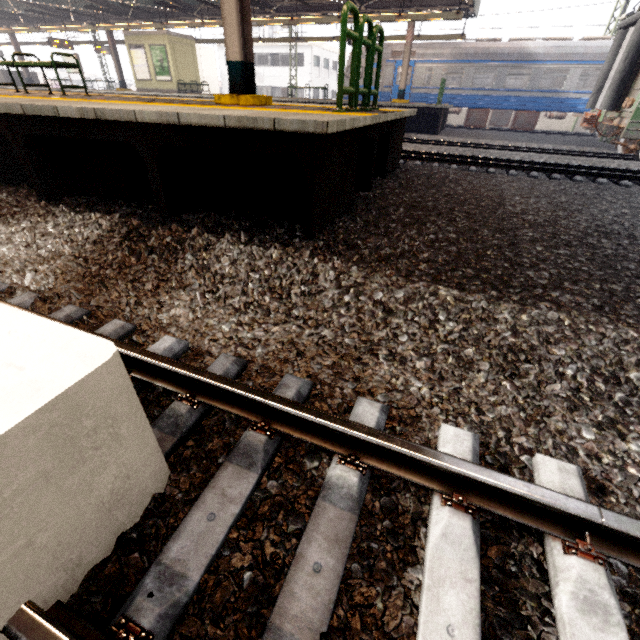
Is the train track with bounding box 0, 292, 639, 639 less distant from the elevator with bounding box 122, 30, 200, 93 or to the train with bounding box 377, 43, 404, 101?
the elevator with bounding box 122, 30, 200, 93

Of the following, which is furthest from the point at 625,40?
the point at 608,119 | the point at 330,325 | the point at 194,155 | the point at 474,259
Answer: the point at 330,325

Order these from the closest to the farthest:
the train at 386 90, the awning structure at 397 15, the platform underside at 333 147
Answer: the platform underside at 333 147 < the awning structure at 397 15 < the train at 386 90

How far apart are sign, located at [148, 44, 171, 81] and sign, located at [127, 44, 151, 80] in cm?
30

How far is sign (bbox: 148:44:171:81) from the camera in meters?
19.2

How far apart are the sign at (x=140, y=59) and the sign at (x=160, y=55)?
0.3m

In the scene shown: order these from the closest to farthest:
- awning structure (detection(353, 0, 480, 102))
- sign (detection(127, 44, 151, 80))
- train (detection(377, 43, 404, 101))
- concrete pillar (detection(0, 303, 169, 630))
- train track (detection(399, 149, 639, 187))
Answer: concrete pillar (detection(0, 303, 169, 630)), train track (detection(399, 149, 639, 187)), awning structure (detection(353, 0, 480, 102)), train (detection(377, 43, 404, 101)), sign (detection(127, 44, 151, 80))

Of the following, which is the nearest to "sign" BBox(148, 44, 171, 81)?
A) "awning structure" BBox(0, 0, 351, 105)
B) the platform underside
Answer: "awning structure" BBox(0, 0, 351, 105)
